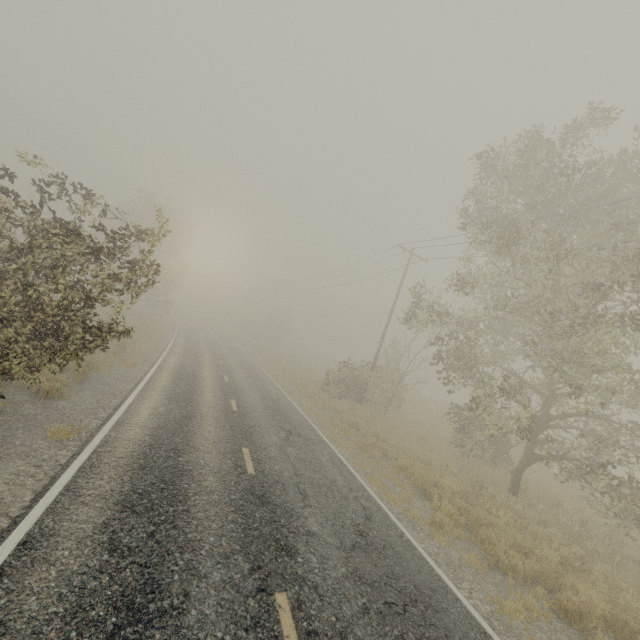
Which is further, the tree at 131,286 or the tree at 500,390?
the tree at 500,390

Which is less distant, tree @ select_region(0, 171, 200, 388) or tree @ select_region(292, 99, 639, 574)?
Result: tree @ select_region(0, 171, 200, 388)

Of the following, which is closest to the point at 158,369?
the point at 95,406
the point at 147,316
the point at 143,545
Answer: the point at 95,406
